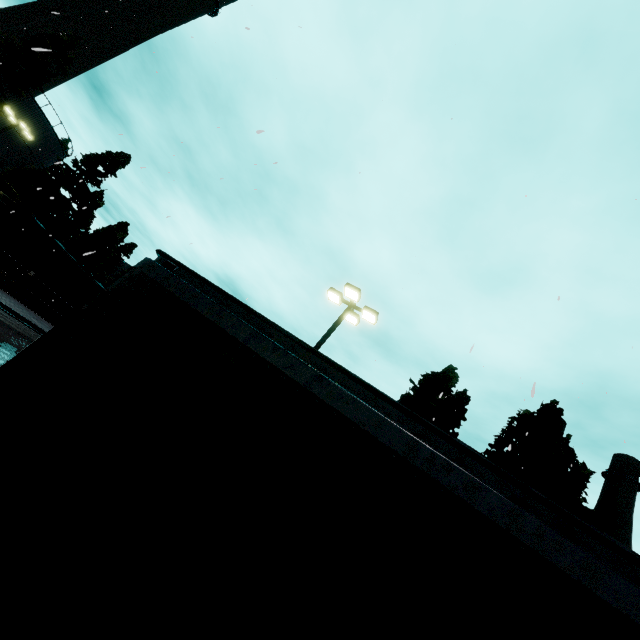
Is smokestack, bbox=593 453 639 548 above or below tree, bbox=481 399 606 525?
above

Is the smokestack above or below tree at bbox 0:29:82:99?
above

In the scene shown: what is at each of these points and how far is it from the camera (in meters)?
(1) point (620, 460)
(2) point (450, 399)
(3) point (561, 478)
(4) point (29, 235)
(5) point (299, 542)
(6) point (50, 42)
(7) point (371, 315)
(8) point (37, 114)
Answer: (1) smokestack, 36.00
(2) tree, 19.11
(3) tree, 18.44
(4) cargo car, 23.91
(5) semi trailer, 1.27
(6) tree, 27.75
(7) light, 13.09
(8) silo, 32.03

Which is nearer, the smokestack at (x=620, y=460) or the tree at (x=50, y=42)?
the tree at (x=50, y=42)

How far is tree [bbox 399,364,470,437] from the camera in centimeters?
1836cm

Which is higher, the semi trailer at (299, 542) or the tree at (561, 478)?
the tree at (561, 478)

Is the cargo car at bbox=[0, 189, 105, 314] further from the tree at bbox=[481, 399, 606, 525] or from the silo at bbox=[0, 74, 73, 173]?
the tree at bbox=[481, 399, 606, 525]
